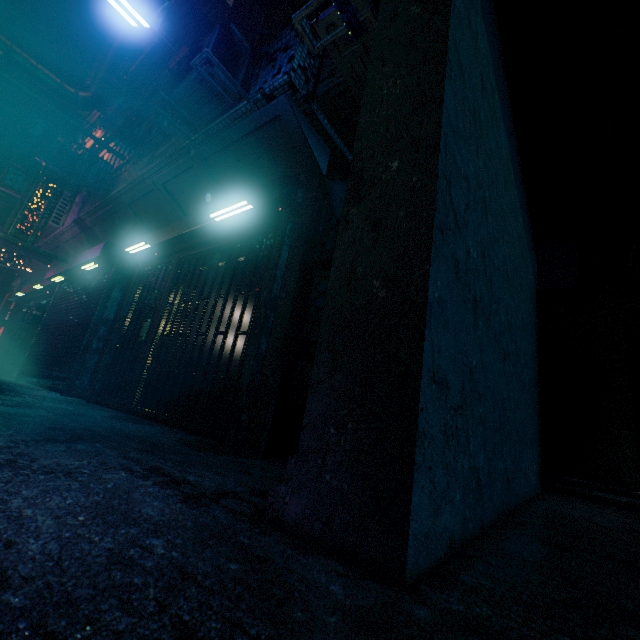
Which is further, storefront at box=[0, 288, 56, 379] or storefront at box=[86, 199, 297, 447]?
storefront at box=[0, 288, 56, 379]

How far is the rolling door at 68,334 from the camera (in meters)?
5.80

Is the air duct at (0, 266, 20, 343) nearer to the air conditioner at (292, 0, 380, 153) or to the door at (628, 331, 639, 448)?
the air conditioner at (292, 0, 380, 153)

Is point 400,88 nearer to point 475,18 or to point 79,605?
point 475,18

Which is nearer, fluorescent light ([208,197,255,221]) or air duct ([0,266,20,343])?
fluorescent light ([208,197,255,221])

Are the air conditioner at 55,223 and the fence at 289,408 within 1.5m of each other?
no

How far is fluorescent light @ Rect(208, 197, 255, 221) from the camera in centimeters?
355cm

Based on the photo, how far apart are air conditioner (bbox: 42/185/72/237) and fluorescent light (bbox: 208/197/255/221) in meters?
5.8 m
